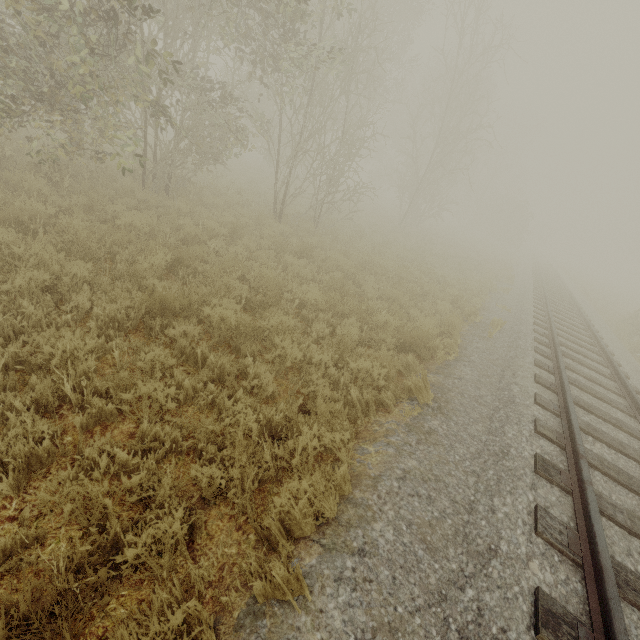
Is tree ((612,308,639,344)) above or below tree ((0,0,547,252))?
below

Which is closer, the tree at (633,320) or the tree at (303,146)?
the tree at (303,146)

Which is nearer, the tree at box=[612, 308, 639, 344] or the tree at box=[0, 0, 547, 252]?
the tree at box=[0, 0, 547, 252]

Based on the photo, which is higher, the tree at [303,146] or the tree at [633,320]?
the tree at [303,146]

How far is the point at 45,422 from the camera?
2.8m
